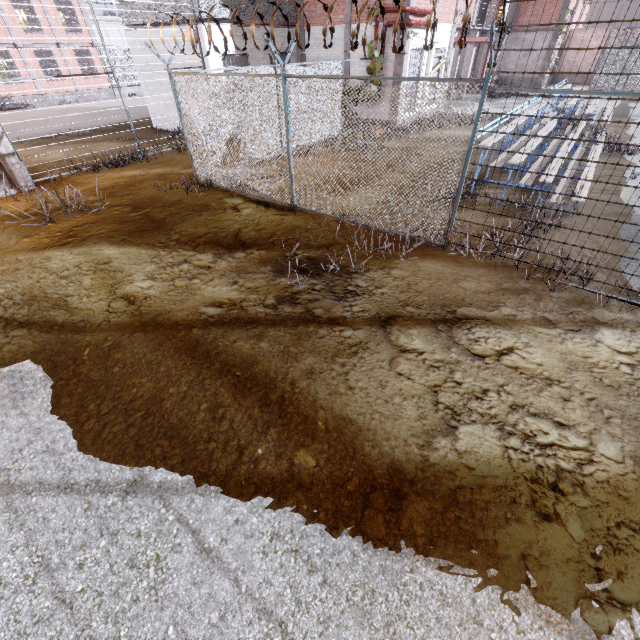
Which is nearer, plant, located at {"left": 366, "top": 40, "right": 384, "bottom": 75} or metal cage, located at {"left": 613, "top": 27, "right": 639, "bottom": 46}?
plant, located at {"left": 366, "top": 40, "right": 384, "bottom": 75}

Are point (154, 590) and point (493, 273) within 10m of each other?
yes

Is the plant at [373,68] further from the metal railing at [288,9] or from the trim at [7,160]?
the trim at [7,160]

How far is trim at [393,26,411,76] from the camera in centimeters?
1399cm

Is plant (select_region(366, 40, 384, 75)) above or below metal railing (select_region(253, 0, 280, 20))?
below

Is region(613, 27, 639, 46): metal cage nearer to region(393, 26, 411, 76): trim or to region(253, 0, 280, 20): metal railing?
region(393, 26, 411, 76): trim

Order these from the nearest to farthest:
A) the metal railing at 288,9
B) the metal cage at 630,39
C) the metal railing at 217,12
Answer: the metal railing at 217,12 → the metal railing at 288,9 → the metal cage at 630,39
